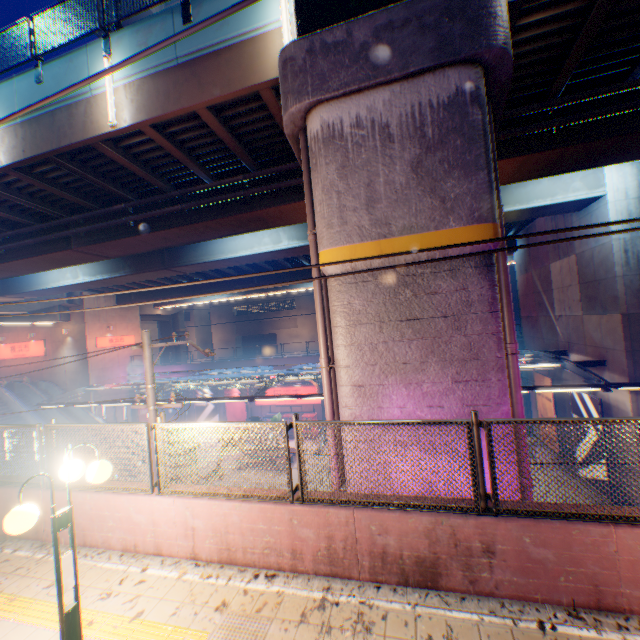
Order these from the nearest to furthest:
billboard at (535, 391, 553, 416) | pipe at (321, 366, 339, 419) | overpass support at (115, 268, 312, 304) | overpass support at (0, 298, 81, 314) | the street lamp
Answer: the street lamp → pipe at (321, 366, 339, 419) → billboard at (535, 391, 553, 416) → overpass support at (0, 298, 81, 314) → overpass support at (115, 268, 312, 304)

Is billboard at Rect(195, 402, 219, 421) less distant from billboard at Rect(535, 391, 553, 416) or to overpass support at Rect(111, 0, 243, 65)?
overpass support at Rect(111, 0, 243, 65)

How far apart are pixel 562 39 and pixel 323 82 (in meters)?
5.73

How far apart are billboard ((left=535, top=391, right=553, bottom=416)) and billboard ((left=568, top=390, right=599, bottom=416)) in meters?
2.0 m

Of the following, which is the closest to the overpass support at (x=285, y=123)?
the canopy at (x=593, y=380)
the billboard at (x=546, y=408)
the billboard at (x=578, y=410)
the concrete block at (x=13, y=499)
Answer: the concrete block at (x=13, y=499)

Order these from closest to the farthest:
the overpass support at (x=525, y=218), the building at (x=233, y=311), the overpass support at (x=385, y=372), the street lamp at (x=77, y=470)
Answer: the street lamp at (x=77, y=470)
the overpass support at (x=385, y=372)
the overpass support at (x=525, y=218)
the building at (x=233, y=311)

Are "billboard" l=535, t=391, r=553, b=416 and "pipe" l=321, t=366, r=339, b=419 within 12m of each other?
no

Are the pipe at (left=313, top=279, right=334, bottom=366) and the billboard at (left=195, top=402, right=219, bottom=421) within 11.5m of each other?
no
